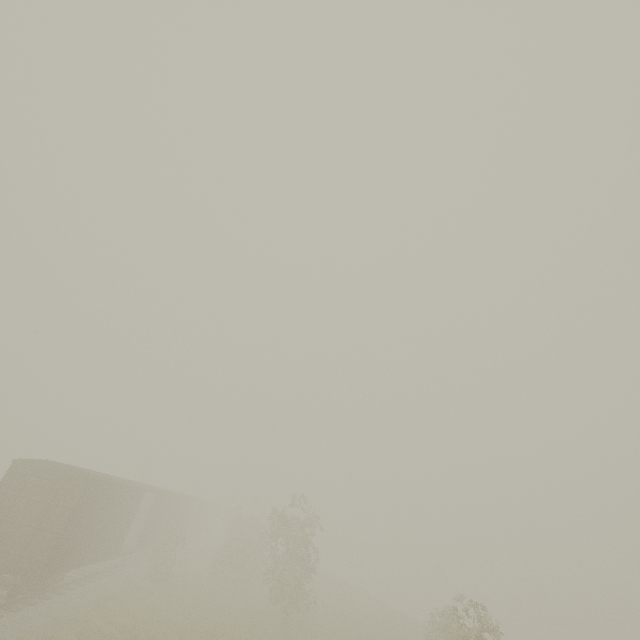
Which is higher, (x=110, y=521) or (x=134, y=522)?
(x=110, y=521)
